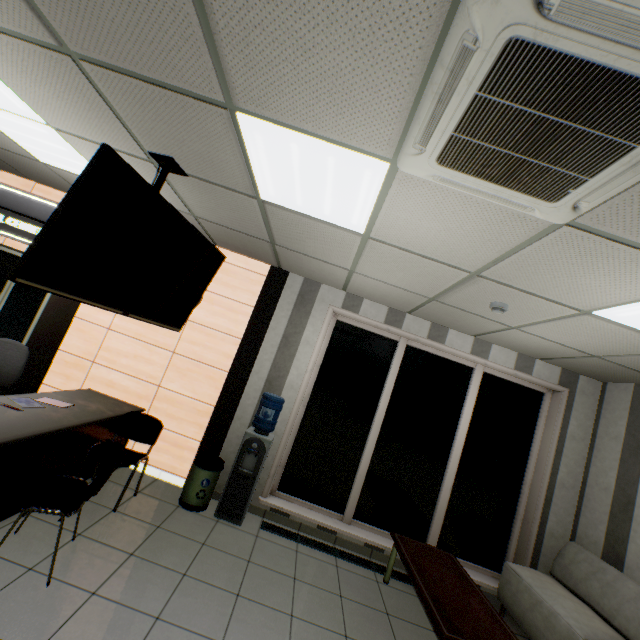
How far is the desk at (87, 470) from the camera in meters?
3.6

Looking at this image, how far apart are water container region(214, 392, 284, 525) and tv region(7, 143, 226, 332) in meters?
1.5

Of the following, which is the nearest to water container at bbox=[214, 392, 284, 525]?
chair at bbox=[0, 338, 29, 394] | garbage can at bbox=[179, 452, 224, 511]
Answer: garbage can at bbox=[179, 452, 224, 511]

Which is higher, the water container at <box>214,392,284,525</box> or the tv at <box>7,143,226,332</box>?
the tv at <box>7,143,226,332</box>

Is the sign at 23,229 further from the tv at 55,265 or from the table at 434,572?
the table at 434,572

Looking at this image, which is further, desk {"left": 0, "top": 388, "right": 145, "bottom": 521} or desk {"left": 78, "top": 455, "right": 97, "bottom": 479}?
desk {"left": 78, "top": 455, "right": 97, "bottom": 479}

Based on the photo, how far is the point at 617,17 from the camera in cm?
89

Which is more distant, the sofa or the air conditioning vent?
the sofa
